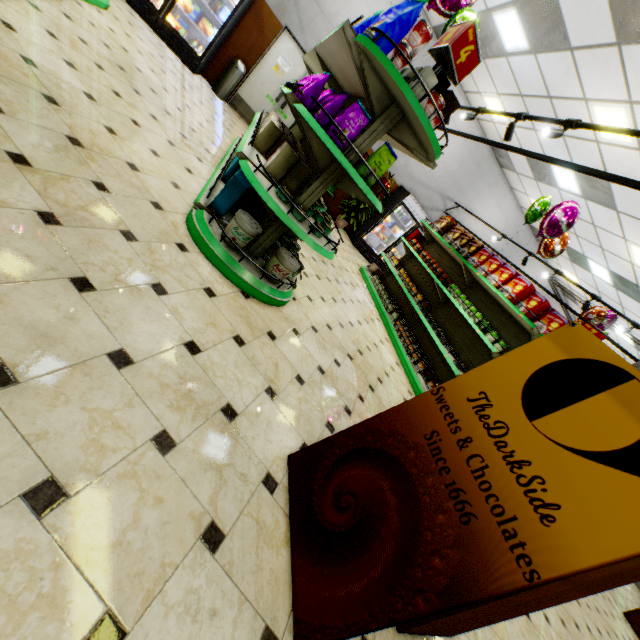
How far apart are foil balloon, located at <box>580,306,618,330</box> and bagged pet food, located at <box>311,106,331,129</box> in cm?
716

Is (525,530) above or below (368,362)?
above

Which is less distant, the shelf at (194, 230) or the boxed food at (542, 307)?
the shelf at (194, 230)

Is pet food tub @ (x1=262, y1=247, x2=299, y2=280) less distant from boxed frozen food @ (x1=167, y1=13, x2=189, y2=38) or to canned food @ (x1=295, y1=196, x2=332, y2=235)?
canned food @ (x1=295, y1=196, x2=332, y2=235)

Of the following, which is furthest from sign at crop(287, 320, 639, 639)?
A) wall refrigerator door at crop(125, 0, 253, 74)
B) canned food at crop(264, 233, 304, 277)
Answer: wall refrigerator door at crop(125, 0, 253, 74)

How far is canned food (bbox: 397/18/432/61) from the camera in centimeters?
214cm

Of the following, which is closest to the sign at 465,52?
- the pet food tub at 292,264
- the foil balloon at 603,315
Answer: the pet food tub at 292,264

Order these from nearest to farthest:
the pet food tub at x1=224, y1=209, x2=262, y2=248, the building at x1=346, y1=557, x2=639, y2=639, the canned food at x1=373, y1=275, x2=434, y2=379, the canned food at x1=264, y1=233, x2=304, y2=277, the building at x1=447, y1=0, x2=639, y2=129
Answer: the building at x1=346, y1=557, x2=639, y2=639
the pet food tub at x1=224, y1=209, x2=262, y2=248
the canned food at x1=264, y1=233, x2=304, y2=277
the building at x1=447, y1=0, x2=639, y2=129
the canned food at x1=373, y1=275, x2=434, y2=379
